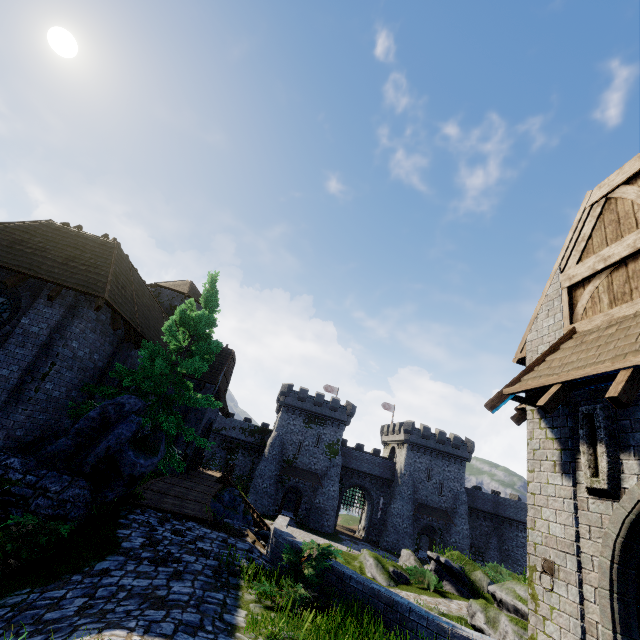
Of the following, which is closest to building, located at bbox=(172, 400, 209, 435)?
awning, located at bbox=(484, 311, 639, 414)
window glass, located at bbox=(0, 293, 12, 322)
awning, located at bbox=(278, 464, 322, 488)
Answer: window glass, located at bbox=(0, 293, 12, 322)

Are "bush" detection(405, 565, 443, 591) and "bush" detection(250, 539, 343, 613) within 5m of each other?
no

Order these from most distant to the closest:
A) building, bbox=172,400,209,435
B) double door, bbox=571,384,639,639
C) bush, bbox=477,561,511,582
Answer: bush, bbox=477,561,511,582 → building, bbox=172,400,209,435 → double door, bbox=571,384,639,639

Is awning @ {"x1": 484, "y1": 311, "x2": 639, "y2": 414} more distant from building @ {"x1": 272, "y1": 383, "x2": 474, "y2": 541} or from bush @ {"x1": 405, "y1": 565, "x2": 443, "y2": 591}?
building @ {"x1": 272, "y1": 383, "x2": 474, "y2": 541}

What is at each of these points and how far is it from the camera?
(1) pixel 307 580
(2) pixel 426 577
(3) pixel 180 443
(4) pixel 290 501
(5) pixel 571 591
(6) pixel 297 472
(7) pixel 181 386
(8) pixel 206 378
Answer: (1) bush, 7.2m
(2) bush, 18.1m
(3) building, 20.6m
(4) building, 50.2m
(5) building, 4.6m
(6) awning, 44.2m
(7) tree, 13.3m
(8) building, 22.2m

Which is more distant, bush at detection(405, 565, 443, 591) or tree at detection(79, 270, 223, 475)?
bush at detection(405, 565, 443, 591)

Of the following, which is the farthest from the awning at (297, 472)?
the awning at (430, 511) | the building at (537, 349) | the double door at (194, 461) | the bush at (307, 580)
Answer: the bush at (307, 580)

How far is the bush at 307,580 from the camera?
6.54m
